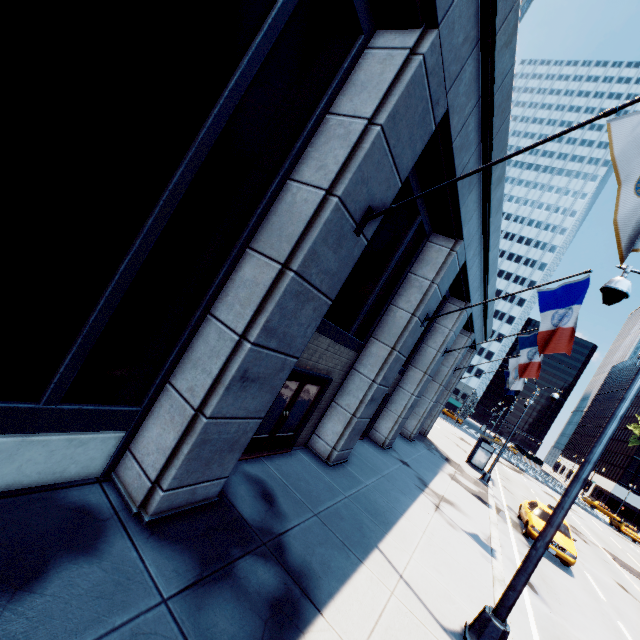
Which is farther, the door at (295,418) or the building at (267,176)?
the door at (295,418)

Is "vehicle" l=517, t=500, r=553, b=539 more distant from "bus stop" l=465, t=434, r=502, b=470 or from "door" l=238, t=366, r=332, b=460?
"door" l=238, t=366, r=332, b=460

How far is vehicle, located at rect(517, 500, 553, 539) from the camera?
14.1 meters

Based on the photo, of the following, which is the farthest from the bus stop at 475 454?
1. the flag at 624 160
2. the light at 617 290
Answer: the flag at 624 160

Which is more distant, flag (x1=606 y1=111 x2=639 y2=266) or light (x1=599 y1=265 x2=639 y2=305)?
light (x1=599 y1=265 x2=639 y2=305)

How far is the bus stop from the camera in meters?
23.7

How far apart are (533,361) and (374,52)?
13.2m

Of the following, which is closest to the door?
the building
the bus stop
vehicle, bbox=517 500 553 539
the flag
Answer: the building
